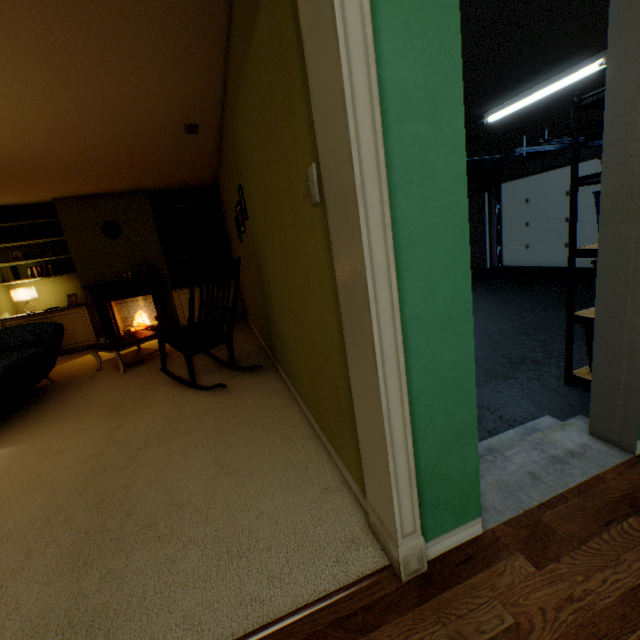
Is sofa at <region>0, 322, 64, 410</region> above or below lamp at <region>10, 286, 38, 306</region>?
below

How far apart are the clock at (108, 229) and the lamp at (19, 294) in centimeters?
153cm

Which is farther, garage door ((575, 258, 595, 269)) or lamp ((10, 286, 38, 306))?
garage door ((575, 258, 595, 269))

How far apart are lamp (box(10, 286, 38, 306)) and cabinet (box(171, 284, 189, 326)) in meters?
2.1

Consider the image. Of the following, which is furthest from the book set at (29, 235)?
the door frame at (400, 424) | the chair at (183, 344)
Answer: the door frame at (400, 424)

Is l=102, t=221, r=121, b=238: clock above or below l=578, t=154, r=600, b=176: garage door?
above

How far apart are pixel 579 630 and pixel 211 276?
2.8m

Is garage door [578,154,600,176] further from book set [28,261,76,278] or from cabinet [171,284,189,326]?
book set [28,261,76,278]
